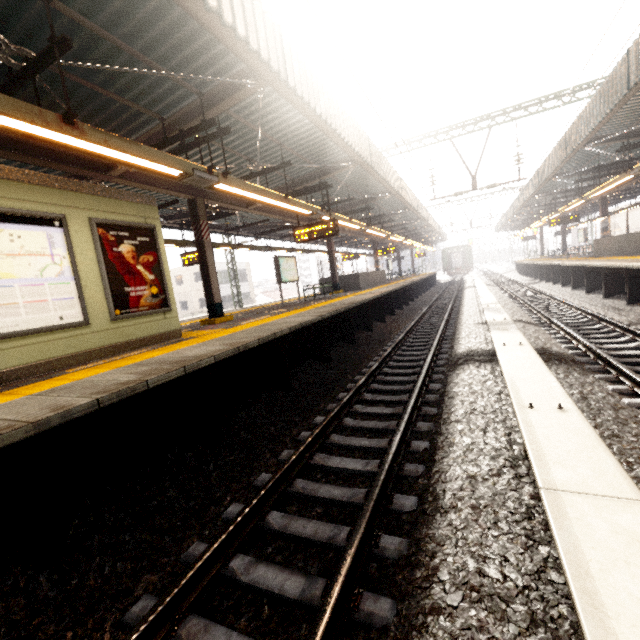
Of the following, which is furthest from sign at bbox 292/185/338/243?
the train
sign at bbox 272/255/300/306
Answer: the train

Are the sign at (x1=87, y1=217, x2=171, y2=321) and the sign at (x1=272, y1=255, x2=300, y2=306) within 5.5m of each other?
no

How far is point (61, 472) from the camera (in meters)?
3.23

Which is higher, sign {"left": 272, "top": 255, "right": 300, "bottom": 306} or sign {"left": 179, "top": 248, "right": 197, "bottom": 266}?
sign {"left": 179, "top": 248, "right": 197, "bottom": 266}

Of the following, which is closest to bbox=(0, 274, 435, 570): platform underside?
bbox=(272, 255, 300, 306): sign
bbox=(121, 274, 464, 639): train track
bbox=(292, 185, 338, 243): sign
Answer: bbox=(121, 274, 464, 639): train track

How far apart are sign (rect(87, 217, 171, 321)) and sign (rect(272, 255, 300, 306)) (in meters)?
6.39

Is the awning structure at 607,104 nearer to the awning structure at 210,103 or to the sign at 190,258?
the awning structure at 210,103

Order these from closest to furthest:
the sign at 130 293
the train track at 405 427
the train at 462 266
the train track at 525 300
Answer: the train track at 405 427
the train track at 525 300
the sign at 130 293
the train at 462 266
